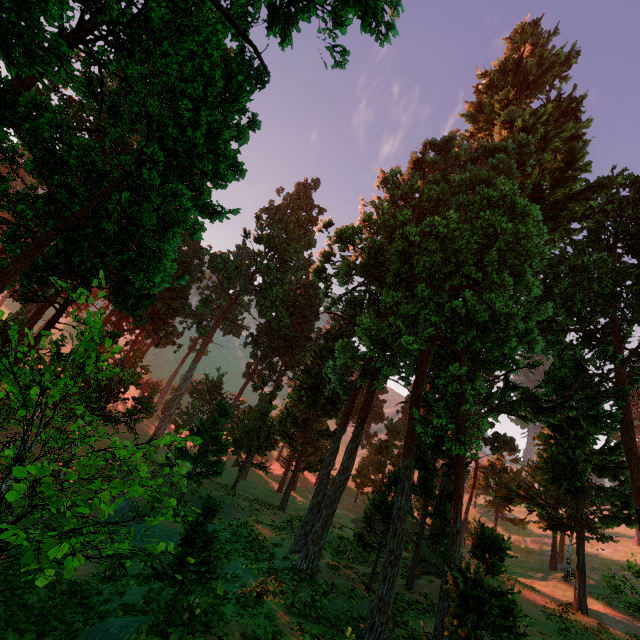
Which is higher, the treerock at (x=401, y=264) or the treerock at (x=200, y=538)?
the treerock at (x=401, y=264)

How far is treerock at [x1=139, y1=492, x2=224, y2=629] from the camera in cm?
951

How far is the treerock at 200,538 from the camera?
9.5 meters

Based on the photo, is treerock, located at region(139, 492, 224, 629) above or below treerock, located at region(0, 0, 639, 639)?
below

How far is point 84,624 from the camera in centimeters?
1045cm
